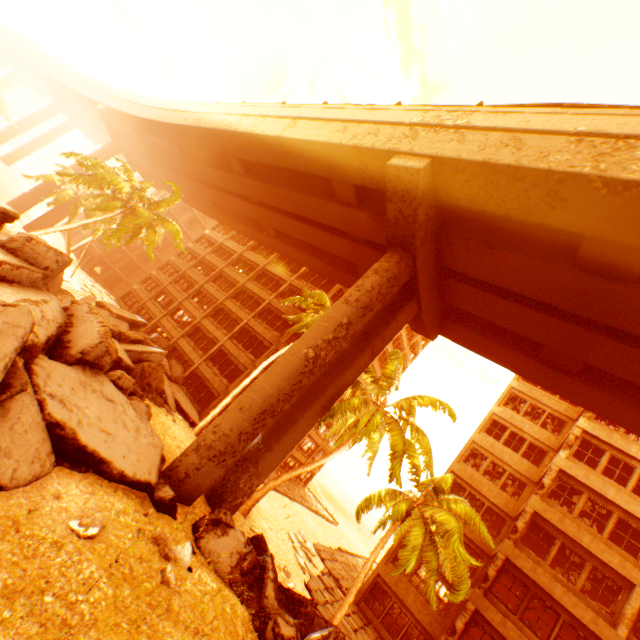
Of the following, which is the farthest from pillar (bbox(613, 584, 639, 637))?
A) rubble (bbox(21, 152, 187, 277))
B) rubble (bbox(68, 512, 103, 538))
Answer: rubble (bbox(68, 512, 103, 538))

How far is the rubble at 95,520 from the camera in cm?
633

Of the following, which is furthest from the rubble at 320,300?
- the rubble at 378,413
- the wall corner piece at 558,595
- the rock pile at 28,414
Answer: the rock pile at 28,414

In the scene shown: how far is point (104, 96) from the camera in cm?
4041

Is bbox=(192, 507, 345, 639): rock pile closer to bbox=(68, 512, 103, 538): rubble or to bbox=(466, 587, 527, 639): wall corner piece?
bbox=(68, 512, 103, 538): rubble

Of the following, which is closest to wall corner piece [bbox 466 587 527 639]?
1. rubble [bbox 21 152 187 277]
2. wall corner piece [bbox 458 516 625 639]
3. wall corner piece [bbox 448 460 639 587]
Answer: wall corner piece [bbox 458 516 625 639]

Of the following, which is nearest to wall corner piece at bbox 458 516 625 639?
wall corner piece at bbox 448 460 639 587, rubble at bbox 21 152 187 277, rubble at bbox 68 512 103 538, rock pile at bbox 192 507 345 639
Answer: wall corner piece at bbox 448 460 639 587

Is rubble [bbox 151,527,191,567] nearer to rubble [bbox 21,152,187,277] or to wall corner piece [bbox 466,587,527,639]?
rubble [bbox 21,152,187,277]
